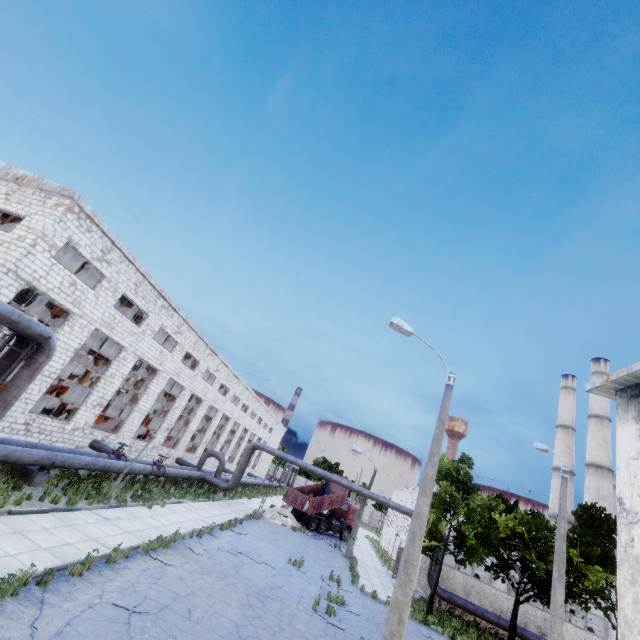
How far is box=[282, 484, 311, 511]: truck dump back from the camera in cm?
3090

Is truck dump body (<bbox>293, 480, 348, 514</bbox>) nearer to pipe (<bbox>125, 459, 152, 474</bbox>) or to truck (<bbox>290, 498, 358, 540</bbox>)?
truck (<bbox>290, 498, 358, 540</bbox>)

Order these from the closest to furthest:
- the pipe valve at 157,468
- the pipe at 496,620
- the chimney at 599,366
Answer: the pipe valve at 157,468 → the pipe at 496,620 → the chimney at 599,366

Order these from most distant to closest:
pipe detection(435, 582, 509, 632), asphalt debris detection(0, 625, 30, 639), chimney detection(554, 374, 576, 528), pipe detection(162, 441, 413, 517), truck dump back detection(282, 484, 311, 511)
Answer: chimney detection(554, 374, 576, 528)
truck dump back detection(282, 484, 311, 511)
pipe detection(162, 441, 413, 517)
pipe detection(435, 582, 509, 632)
asphalt debris detection(0, 625, 30, 639)

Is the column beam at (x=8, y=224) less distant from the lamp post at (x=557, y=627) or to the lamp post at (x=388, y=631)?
the lamp post at (x=388, y=631)

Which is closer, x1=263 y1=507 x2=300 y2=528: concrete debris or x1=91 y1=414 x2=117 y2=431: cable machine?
x1=91 y1=414 x2=117 y2=431: cable machine

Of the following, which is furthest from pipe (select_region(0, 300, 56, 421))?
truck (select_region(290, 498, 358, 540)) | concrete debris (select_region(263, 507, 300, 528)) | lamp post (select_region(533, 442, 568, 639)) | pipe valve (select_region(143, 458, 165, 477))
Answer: lamp post (select_region(533, 442, 568, 639))

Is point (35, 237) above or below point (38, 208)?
below
